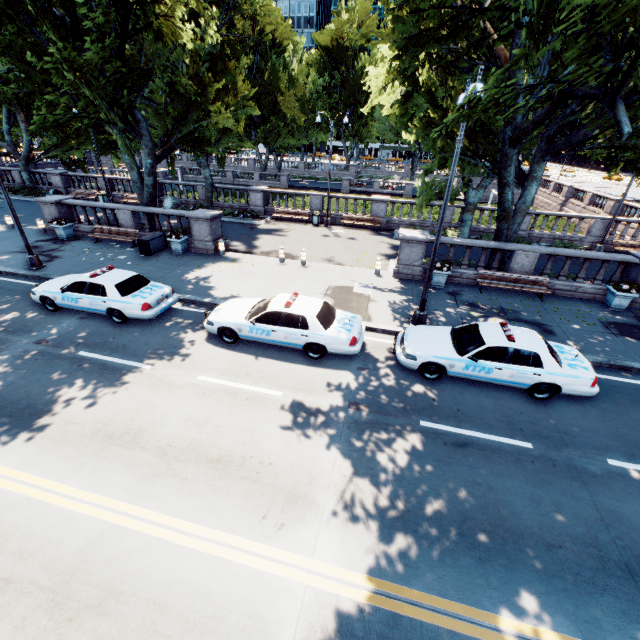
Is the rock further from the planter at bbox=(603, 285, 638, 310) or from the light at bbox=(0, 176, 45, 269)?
the planter at bbox=(603, 285, 638, 310)

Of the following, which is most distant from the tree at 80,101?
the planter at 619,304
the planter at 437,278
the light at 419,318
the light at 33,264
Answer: the planter at 619,304

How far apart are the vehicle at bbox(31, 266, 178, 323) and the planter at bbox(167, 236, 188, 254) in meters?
4.8 m

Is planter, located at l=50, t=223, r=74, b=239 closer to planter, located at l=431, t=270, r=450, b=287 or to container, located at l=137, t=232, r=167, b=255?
container, located at l=137, t=232, r=167, b=255

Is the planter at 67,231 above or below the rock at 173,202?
below

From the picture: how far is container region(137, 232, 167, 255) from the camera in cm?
1694

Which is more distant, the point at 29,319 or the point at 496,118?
the point at 29,319

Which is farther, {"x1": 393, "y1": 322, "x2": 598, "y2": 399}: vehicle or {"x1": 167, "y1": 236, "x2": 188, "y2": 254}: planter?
{"x1": 167, "y1": 236, "x2": 188, "y2": 254}: planter
